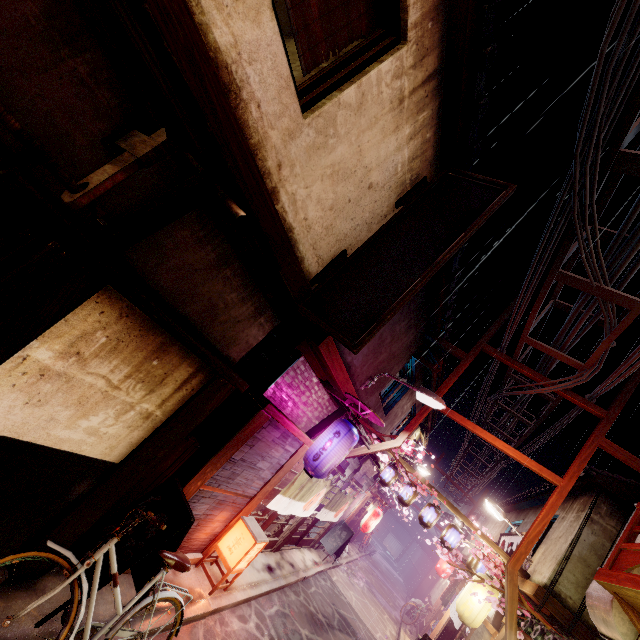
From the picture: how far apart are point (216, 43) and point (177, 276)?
3.4 meters

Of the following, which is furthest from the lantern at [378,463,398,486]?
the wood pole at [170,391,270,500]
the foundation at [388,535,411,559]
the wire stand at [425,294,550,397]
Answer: the wood pole at [170,391,270,500]

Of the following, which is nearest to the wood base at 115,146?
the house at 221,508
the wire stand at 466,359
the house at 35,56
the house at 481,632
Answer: the house at 35,56

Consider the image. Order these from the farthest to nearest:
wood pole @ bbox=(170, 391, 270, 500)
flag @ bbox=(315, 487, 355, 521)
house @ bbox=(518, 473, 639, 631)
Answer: flag @ bbox=(315, 487, 355, 521)
house @ bbox=(518, 473, 639, 631)
wood pole @ bbox=(170, 391, 270, 500)

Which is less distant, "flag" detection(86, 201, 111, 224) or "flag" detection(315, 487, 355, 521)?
"flag" detection(86, 201, 111, 224)

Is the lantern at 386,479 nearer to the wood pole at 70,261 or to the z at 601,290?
the z at 601,290

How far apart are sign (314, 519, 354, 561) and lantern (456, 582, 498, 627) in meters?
10.0 m

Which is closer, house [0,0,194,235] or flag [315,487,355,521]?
house [0,0,194,235]
